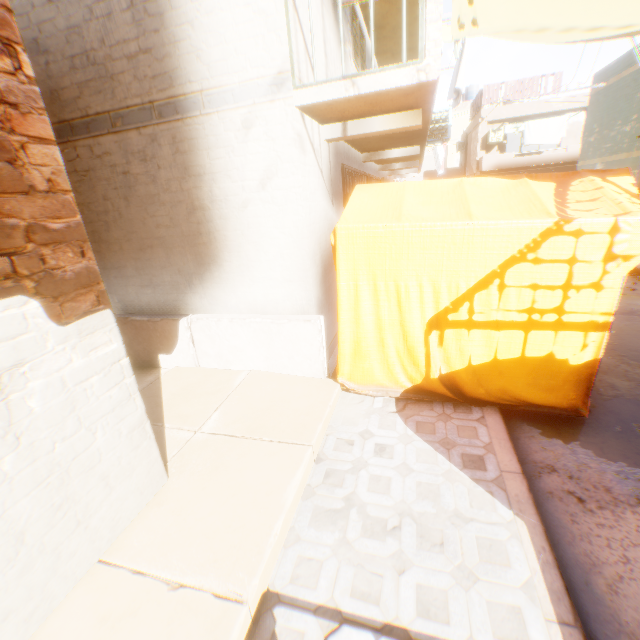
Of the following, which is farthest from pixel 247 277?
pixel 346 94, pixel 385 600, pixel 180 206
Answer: pixel 385 600

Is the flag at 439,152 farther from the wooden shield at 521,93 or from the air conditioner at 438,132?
the air conditioner at 438,132

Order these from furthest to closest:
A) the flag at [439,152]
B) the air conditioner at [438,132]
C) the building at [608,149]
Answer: the flag at [439,152]
the building at [608,149]
the air conditioner at [438,132]

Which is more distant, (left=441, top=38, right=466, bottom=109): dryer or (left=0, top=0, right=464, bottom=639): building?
(left=441, top=38, right=466, bottom=109): dryer

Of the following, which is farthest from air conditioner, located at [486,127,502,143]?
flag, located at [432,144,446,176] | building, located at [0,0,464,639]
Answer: flag, located at [432,144,446,176]

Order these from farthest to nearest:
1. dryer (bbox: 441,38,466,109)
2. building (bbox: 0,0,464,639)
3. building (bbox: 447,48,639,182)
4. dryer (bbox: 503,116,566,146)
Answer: dryer (bbox: 503,116,566,146), building (bbox: 447,48,639,182), dryer (bbox: 441,38,466,109), building (bbox: 0,0,464,639)

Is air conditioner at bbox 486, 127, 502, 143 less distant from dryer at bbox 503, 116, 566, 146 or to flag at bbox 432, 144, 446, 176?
dryer at bbox 503, 116, 566, 146

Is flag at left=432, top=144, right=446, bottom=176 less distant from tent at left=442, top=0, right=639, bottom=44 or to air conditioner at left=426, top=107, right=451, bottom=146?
tent at left=442, top=0, right=639, bottom=44
